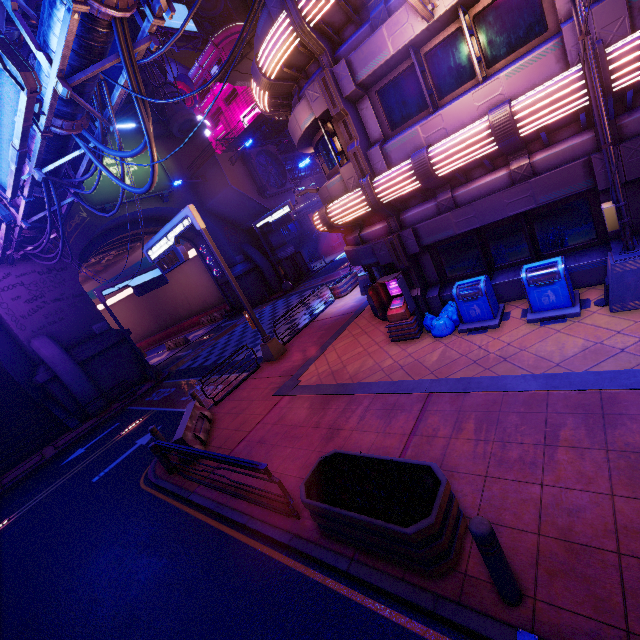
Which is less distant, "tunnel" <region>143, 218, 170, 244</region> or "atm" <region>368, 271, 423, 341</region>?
"atm" <region>368, 271, 423, 341</region>

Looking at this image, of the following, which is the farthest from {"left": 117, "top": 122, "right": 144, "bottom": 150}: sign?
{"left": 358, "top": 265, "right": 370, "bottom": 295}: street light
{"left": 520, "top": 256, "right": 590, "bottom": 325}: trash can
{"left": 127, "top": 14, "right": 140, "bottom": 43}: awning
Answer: {"left": 520, "top": 256, "right": 590, "bottom": 325}: trash can

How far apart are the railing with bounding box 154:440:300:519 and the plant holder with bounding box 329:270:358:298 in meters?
12.4 m

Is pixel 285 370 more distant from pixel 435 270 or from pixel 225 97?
pixel 225 97

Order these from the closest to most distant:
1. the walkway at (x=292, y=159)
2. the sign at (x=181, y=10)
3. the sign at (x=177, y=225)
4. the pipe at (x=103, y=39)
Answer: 1. the pipe at (x=103, y=39)
2. the sign at (x=177, y=225)
3. the walkway at (x=292, y=159)
4. the sign at (x=181, y=10)

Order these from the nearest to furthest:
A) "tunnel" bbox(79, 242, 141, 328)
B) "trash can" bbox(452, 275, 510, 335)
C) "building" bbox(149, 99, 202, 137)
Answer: "trash can" bbox(452, 275, 510, 335) < "building" bbox(149, 99, 202, 137) < "tunnel" bbox(79, 242, 141, 328)

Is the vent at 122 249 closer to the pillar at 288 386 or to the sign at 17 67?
the sign at 17 67

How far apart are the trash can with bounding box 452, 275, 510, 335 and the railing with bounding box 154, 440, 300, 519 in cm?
594
